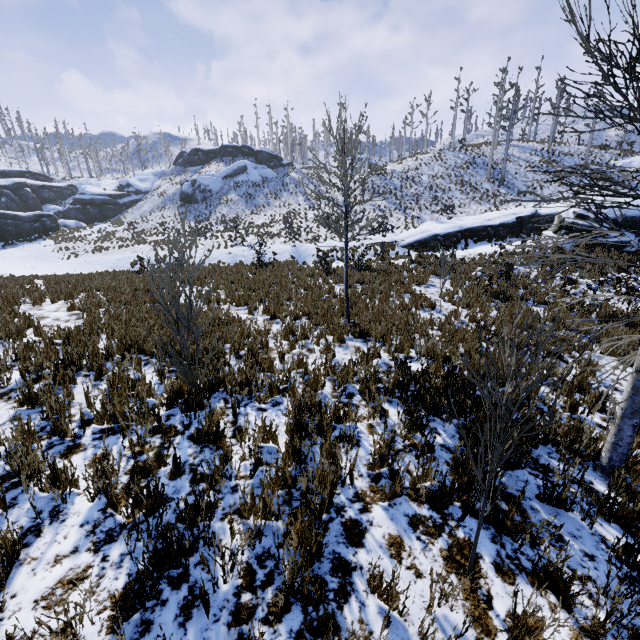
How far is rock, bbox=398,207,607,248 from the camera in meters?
19.5

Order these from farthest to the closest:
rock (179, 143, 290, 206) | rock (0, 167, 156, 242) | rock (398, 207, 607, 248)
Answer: rock (179, 143, 290, 206) → rock (0, 167, 156, 242) → rock (398, 207, 607, 248)

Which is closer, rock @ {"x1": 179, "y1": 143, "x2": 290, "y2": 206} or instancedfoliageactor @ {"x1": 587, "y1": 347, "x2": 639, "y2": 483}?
instancedfoliageactor @ {"x1": 587, "y1": 347, "x2": 639, "y2": 483}

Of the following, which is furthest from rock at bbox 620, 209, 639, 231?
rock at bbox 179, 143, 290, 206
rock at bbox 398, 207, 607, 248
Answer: rock at bbox 179, 143, 290, 206

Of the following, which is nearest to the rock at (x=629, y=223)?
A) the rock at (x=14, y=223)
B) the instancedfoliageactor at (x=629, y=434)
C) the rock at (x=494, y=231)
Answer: the rock at (x=494, y=231)

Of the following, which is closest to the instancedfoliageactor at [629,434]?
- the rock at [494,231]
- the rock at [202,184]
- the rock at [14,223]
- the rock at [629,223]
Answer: the rock at [629,223]

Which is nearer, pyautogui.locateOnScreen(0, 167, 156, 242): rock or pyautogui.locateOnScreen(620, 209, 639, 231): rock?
pyautogui.locateOnScreen(620, 209, 639, 231): rock

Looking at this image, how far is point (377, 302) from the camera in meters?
10.9
